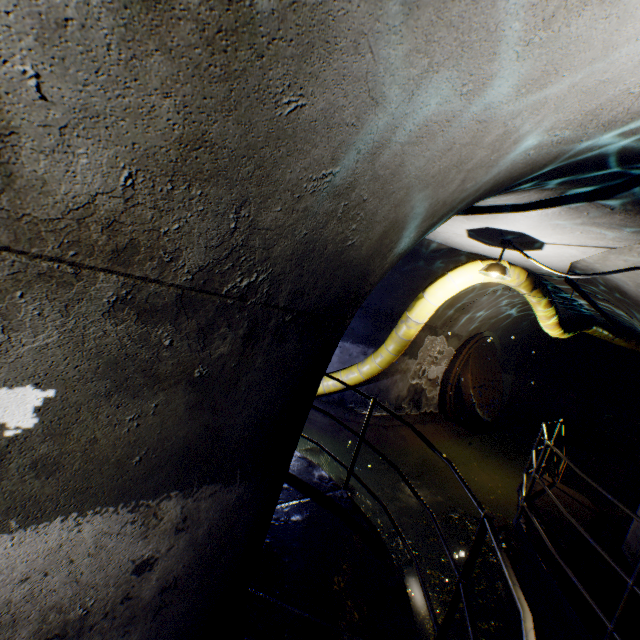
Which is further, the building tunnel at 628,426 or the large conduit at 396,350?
the building tunnel at 628,426

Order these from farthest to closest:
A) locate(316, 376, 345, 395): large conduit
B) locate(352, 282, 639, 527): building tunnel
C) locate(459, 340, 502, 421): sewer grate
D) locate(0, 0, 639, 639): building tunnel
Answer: locate(459, 340, 502, 421): sewer grate < locate(352, 282, 639, 527): building tunnel < locate(316, 376, 345, 395): large conduit < locate(0, 0, 639, 639): building tunnel

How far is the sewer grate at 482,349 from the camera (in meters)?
9.22

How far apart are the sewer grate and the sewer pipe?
0.01m

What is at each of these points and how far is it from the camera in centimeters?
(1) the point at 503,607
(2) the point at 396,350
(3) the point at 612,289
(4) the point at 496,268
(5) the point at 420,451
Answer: (1) building tunnel, 413cm
(2) large conduit, 656cm
(3) building tunnel, 493cm
(4) ceiling light, 437cm
(5) building tunnel, 802cm

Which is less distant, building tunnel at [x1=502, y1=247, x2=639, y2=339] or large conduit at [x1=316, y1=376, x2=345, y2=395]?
building tunnel at [x1=502, y1=247, x2=639, y2=339]

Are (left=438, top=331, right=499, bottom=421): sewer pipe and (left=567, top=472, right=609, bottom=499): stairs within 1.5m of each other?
no

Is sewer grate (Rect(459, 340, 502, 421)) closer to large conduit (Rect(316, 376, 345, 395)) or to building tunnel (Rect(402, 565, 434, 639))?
building tunnel (Rect(402, 565, 434, 639))
